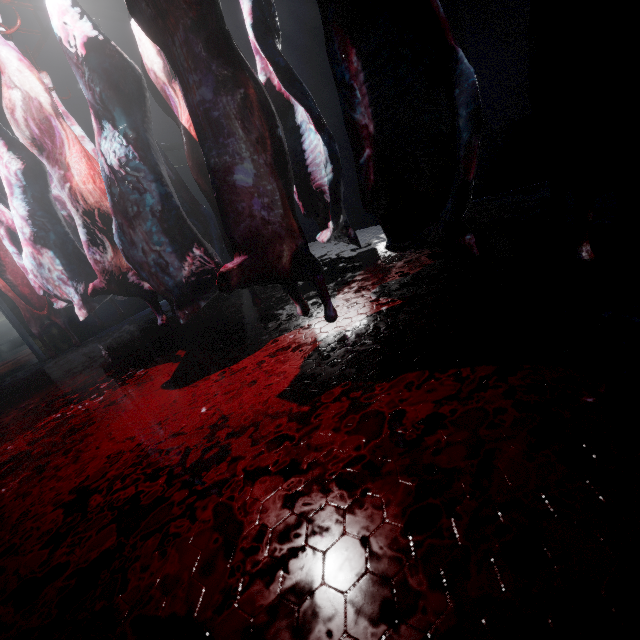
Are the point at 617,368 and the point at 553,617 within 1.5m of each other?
yes

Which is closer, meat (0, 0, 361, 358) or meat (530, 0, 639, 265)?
meat (530, 0, 639, 265)

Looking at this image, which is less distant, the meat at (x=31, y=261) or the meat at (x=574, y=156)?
the meat at (x=574, y=156)
